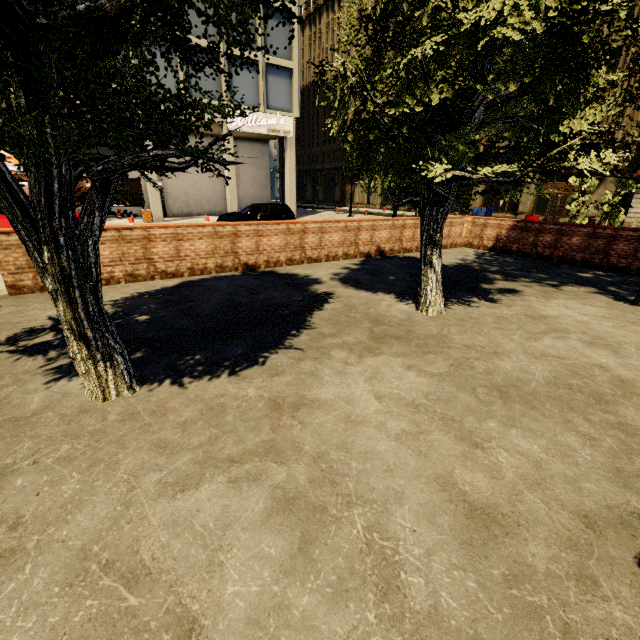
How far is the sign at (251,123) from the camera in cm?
2109

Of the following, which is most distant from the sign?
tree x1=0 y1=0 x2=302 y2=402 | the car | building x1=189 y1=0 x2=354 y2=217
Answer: tree x1=0 y1=0 x2=302 y2=402

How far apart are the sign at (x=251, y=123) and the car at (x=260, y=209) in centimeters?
728cm

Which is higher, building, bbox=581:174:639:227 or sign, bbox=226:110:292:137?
sign, bbox=226:110:292:137

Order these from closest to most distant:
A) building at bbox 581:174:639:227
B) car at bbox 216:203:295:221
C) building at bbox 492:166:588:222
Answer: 1. car at bbox 216:203:295:221
2. building at bbox 581:174:639:227
3. building at bbox 492:166:588:222

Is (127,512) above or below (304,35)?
below

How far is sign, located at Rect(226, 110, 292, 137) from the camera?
21.1m

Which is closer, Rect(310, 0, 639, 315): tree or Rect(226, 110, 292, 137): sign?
Rect(310, 0, 639, 315): tree
